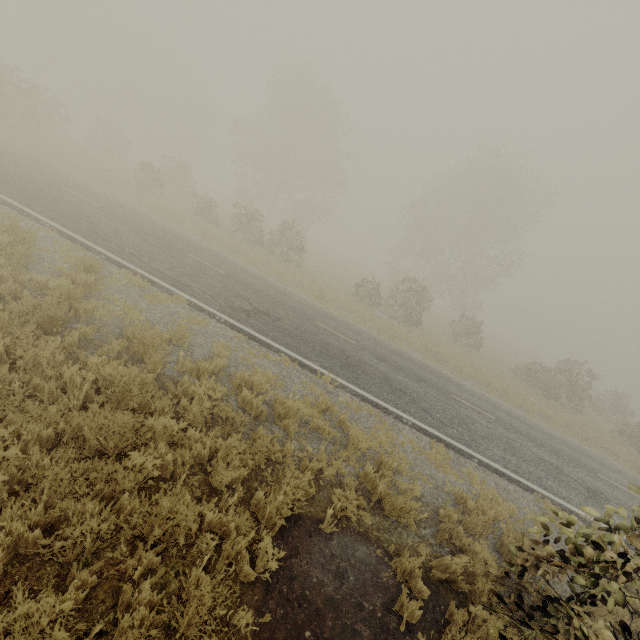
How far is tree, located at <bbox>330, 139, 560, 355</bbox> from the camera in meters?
23.9

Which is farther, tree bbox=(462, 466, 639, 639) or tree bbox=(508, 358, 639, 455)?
tree bbox=(508, 358, 639, 455)

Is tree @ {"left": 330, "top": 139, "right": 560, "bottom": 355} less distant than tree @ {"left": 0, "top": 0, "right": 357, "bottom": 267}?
No

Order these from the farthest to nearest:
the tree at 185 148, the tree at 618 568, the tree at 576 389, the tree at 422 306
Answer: the tree at 422 306 → the tree at 185 148 → the tree at 576 389 → the tree at 618 568

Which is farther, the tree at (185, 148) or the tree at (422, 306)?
the tree at (422, 306)

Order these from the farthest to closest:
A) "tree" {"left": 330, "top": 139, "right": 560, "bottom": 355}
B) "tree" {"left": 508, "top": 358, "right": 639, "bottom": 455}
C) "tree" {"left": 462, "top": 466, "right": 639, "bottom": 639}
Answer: "tree" {"left": 330, "top": 139, "right": 560, "bottom": 355}, "tree" {"left": 508, "top": 358, "right": 639, "bottom": 455}, "tree" {"left": 462, "top": 466, "right": 639, "bottom": 639}

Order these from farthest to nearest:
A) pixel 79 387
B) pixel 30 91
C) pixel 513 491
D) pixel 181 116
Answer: pixel 181 116 → pixel 30 91 → pixel 513 491 → pixel 79 387
